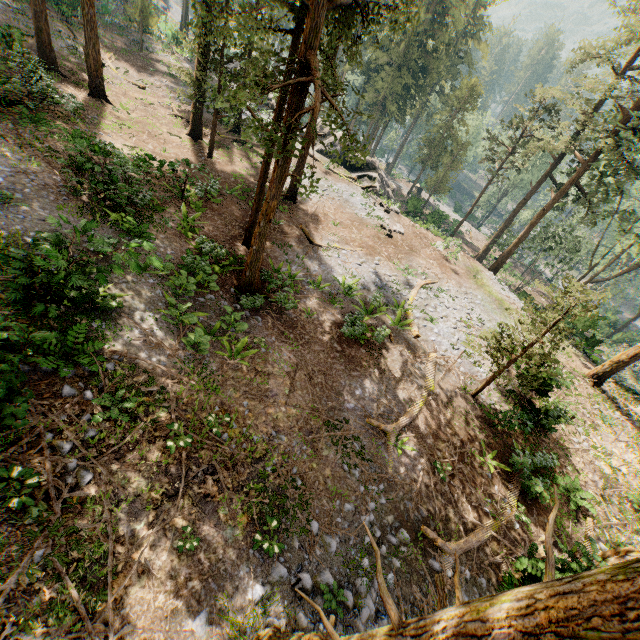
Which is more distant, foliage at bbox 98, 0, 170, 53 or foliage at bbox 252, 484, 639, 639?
foliage at bbox 98, 0, 170, 53

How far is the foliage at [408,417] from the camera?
11.87m

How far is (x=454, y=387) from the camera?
15.52m

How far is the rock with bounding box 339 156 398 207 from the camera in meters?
32.0 m

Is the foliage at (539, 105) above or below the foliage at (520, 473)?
above

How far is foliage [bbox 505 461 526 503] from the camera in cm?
1229

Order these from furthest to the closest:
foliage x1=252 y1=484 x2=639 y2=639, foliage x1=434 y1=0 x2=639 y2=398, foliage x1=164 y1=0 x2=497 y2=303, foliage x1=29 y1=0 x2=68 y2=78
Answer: foliage x1=29 y1=0 x2=68 y2=78 < foliage x1=434 y1=0 x2=639 y2=398 < foliage x1=164 y1=0 x2=497 y2=303 < foliage x1=252 y1=484 x2=639 y2=639
